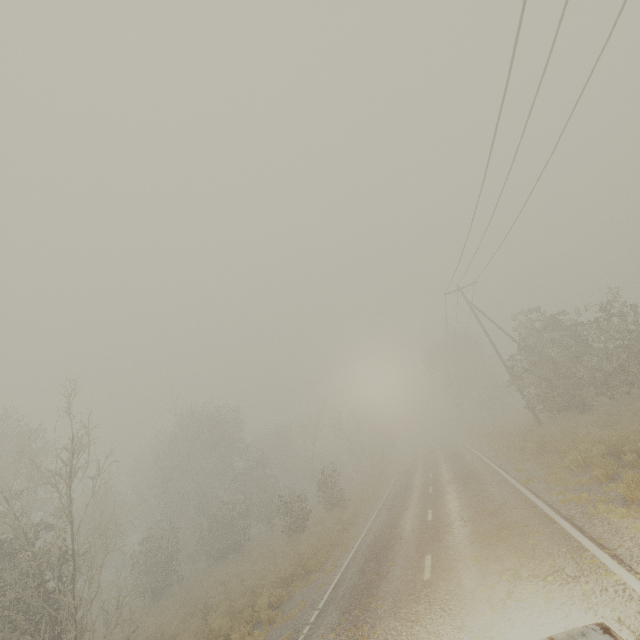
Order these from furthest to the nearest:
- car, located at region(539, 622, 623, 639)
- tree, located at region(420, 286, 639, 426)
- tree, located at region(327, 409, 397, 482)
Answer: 1. tree, located at region(327, 409, 397, 482)
2. tree, located at region(420, 286, 639, 426)
3. car, located at region(539, 622, 623, 639)

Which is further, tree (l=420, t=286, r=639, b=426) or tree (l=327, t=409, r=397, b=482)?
tree (l=327, t=409, r=397, b=482)

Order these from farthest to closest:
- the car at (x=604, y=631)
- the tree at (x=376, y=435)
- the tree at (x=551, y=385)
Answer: the tree at (x=376, y=435)
the tree at (x=551, y=385)
the car at (x=604, y=631)

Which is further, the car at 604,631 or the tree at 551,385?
the tree at 551,385

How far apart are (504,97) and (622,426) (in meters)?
13.77

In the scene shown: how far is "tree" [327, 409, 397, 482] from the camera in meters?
36.3 m

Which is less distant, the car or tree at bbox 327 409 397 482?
the car
